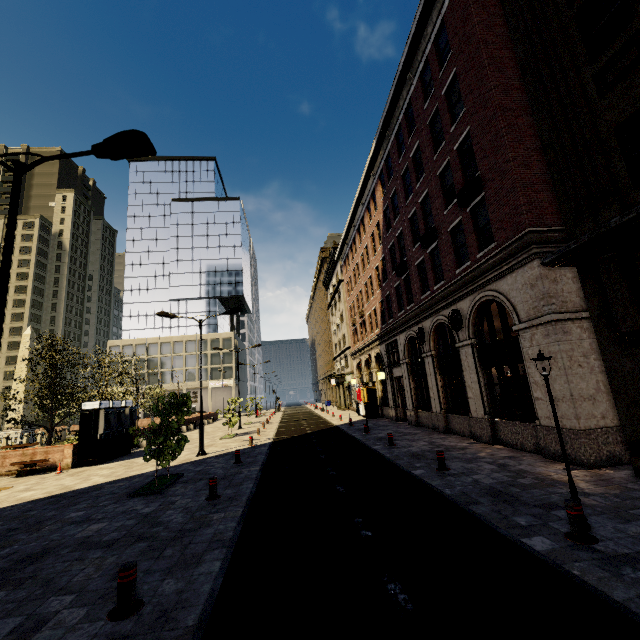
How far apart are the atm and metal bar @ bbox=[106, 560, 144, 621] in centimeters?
1548cm

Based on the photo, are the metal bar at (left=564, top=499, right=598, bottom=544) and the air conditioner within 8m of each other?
no

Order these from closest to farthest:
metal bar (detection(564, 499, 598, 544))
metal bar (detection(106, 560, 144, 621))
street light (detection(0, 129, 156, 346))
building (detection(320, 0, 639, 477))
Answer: metal bar (detection(106, 560, 144, 621)) → metal bar (detection(564, 499, 598, 544)) → street light (detection(0, 129, 156, 346)) → building (detection(320, 0, 639, 477))

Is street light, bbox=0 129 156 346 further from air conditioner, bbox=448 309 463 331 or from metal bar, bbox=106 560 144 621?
air conditioner, bbox=448 309 463 331

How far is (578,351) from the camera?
9.5m

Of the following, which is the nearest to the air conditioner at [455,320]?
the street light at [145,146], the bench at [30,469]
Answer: the street light at [145,146]

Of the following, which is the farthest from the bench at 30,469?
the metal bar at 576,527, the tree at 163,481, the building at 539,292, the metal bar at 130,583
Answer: the metal bar at 576,527

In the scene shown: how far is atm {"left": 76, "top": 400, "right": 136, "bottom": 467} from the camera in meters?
16.9
